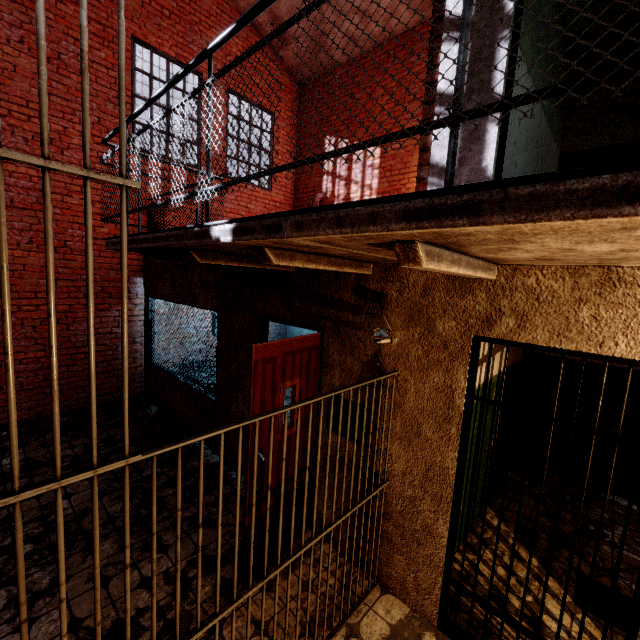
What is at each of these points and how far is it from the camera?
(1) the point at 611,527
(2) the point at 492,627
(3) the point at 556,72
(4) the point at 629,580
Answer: (1) building, 3.8 meters
(2) building, 2.6 meters
(3) building, 3.8 meters
(4) building, 3.1 meters

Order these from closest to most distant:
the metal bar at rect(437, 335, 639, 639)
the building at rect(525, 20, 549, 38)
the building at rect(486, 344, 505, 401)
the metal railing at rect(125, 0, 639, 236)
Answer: the metal railing at rect(125, 0, 639, 236), the metal bar at rect(437, 335, 639, 639), the building at rect(525, 20, 549, 38), the building at rect(486, 344, 505, 401)

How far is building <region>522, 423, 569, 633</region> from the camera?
2.8m

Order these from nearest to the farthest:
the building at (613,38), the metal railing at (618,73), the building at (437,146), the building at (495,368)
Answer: → the metal railing at (618,73), the building at (437,146), the building at (495,368), the building at (613,38)

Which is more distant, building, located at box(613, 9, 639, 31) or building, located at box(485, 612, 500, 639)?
building, located at box(613, 9, 639, 31)

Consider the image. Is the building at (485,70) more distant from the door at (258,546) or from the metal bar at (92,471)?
the door at (258,546)

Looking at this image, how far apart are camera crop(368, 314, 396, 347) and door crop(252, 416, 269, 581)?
0.5m
